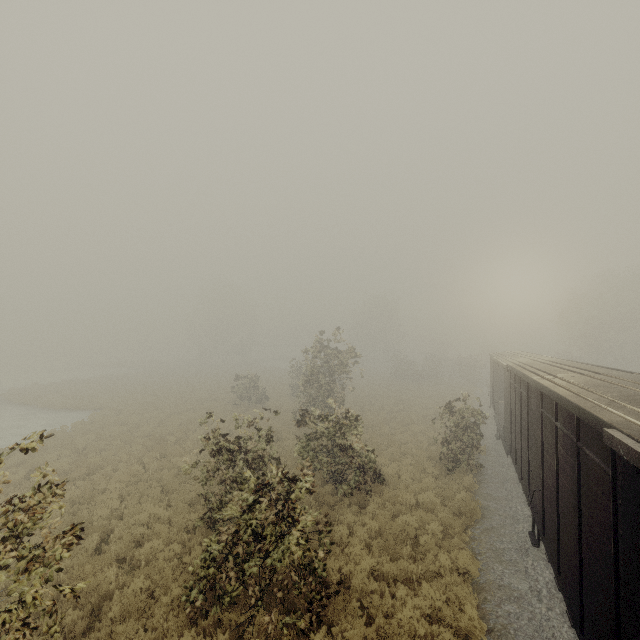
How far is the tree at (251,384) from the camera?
27.0m

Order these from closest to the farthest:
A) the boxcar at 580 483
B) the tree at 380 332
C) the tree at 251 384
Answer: the boxcar at 580 483
the tree at 251 384
the tree at 380 332

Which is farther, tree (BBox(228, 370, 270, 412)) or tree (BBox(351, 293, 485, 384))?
tree (BBox(351, 293, 485, 384))

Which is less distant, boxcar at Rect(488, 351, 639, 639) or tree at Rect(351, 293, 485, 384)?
boxcar at Rect(488, 351, 639, 639)

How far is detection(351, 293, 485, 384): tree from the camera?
44.25m

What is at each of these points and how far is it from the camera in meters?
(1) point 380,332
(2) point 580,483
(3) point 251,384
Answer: (1) tree, 58.6
(2) boxcar, 4.9
(3) tree, 28.4

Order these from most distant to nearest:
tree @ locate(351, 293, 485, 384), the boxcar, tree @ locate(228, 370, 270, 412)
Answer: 1. tree @ locate(351, 293, 485, 384)
2. tree @ locate(228, 370, 270, 412)
3. the boxcar
